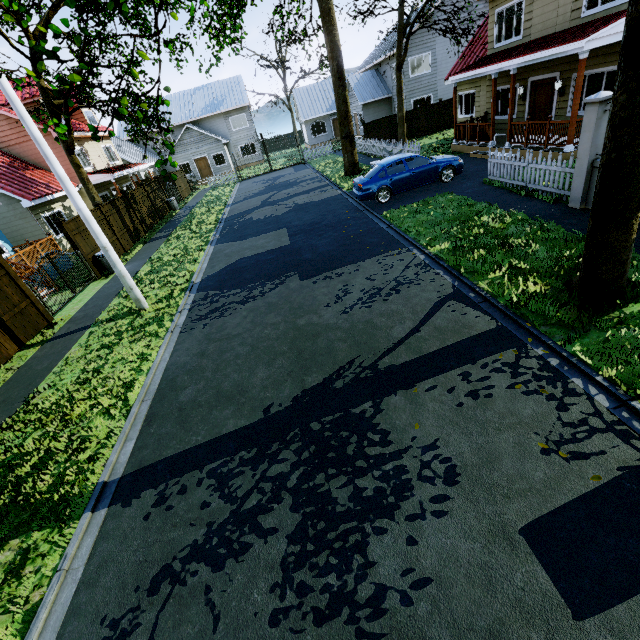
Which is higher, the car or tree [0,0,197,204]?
tree [0,0,197,204]

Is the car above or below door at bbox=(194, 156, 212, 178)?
below

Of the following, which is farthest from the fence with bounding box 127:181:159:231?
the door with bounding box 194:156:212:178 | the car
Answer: the door with bounding box 194:156:212:178

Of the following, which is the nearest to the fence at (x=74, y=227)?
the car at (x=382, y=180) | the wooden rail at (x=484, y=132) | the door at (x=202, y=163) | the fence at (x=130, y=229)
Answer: the fence at (x=130, y=229)

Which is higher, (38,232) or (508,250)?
(38,232)

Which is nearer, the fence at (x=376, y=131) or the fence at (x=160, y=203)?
the fence at (x=376, y=131)

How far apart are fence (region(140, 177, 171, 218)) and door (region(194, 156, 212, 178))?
14.84m

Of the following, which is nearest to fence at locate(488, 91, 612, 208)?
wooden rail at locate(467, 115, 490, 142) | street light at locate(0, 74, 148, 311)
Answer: Result: wooden rail at locate(467, 115, 490, 142)
